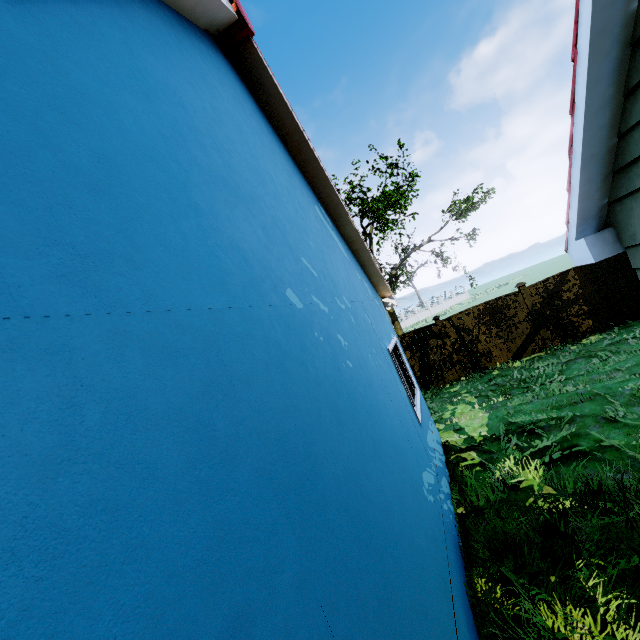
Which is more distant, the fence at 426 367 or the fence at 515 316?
the fence at 426 367

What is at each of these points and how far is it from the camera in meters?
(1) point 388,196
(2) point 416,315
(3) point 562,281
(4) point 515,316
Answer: (1) tree, 16.7 m
(2) fence, 52.4 m
(3) fence, 11.0 m
(4) fence, 11.5 m

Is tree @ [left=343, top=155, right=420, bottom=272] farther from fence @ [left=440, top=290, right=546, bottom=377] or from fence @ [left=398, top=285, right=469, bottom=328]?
fence @ [left=440, top=290, right=546, bottom=377]

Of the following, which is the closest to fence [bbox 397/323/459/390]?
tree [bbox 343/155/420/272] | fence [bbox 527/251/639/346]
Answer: fence [bbox 527/251/639/346]

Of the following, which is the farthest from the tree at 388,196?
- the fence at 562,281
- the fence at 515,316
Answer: the fence at 515,316

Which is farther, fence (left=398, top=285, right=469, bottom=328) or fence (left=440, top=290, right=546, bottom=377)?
fence (left=398, top=285, right=469, bottom=328)
